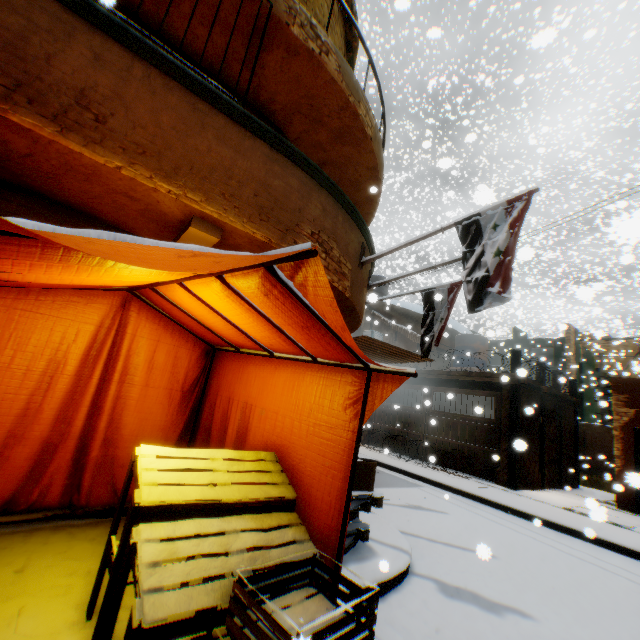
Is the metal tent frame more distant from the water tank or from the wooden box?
the water tank

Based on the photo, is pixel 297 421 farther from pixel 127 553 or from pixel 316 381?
pixel 127 553

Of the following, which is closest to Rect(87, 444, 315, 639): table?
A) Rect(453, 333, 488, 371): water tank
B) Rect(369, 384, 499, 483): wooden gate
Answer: Rect(369, 384, 499, 483): wooden gate

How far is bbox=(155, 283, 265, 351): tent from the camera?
3.1 meters

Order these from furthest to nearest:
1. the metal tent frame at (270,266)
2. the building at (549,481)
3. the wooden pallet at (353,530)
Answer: the building at (549,481) → the wooden pallet at (353,530) → the metal tent frame at (270,266)

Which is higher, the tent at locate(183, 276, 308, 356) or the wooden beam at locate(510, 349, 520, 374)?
the wooden beam at locate(510, 349, 520, 374)

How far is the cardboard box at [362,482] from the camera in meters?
3.9

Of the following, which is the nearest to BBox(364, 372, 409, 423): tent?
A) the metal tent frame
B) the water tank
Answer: the metal tent frame
